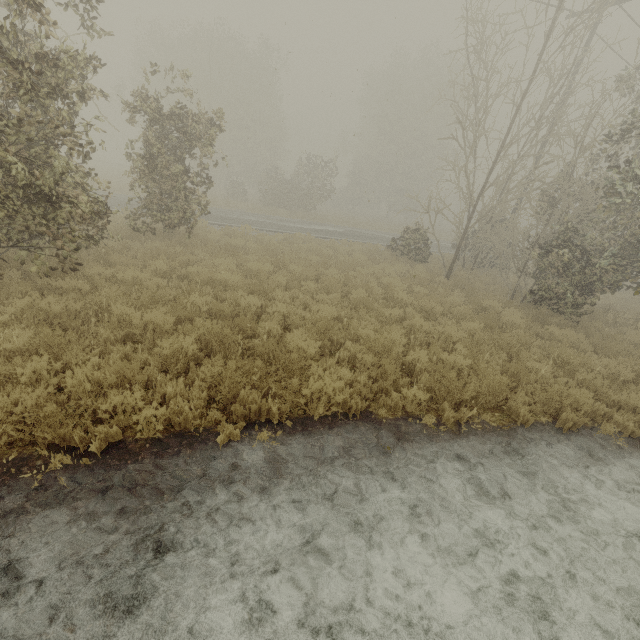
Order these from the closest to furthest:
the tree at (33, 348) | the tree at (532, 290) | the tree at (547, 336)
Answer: the tree at (33, 348) → the tree at (532, 290) → the tree at (547, 336)

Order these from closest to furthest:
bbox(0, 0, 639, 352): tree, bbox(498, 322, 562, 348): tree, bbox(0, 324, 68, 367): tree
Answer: bbox(0, 324, 68, 367): tree → bbox(0, 0, 639, 352): tree → bbox(498, 322, 562, 348): tree

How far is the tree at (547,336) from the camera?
7.80m

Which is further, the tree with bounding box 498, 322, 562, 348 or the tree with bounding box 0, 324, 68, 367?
the tree with bounding box 498, 322, 562, 348

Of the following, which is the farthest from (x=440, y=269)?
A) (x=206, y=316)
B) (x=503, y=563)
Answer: (x=503, y=563)

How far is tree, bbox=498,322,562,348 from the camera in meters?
7.8 m

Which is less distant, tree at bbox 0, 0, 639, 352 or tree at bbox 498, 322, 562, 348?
tree at bbox 0, 0, 639, 352
